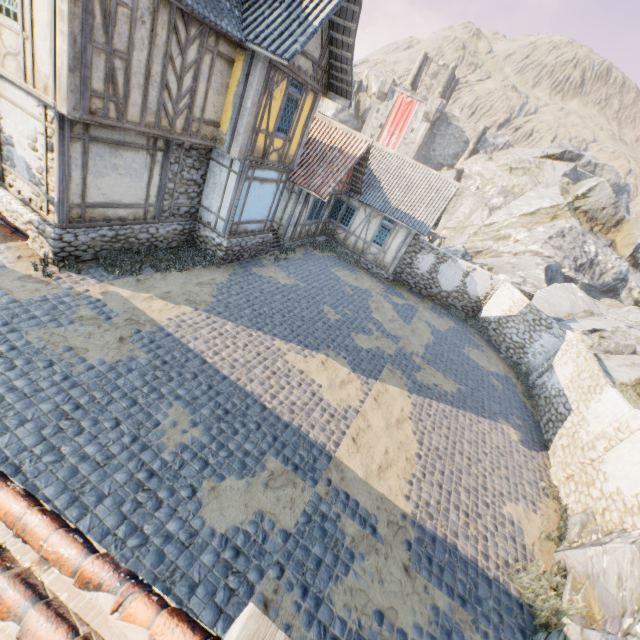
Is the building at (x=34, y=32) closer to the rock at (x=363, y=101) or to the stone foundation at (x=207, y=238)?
the stone foundation at (x=207, y=238)

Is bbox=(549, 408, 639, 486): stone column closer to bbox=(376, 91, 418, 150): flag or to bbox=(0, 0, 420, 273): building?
bbox=(0, 0, 420, 273): building

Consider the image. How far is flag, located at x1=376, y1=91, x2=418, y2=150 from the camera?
44.8m

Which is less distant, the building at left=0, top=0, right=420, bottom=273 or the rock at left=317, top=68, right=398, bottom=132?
the building at left=0, top=0, right=420, bottom=273

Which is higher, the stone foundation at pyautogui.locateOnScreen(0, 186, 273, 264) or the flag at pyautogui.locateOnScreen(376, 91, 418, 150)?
the flag at pyautogui.locateOnScreen(376, 91, 418, 150)

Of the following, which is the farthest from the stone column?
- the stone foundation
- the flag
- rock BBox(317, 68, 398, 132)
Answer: the flag

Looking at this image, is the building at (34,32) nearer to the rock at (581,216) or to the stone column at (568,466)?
the rock at (581,216)

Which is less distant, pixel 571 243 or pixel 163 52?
Result: pixel 163 52
